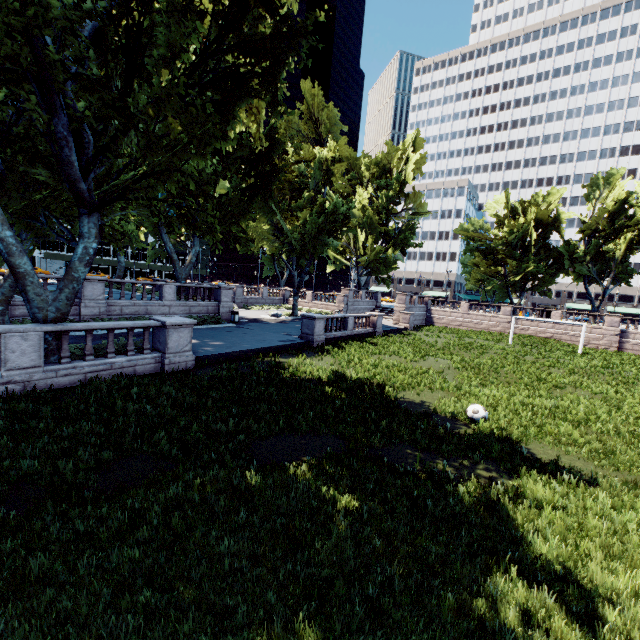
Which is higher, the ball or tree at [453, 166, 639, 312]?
tree at [453, 166, 639, 312]

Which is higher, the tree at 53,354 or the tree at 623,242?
the tree at 623,242

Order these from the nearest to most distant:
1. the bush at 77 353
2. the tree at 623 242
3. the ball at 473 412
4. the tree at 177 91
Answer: the tree at 177 91 < the ball at 473 412 < the bush at 77 353 < the tree at 623 242

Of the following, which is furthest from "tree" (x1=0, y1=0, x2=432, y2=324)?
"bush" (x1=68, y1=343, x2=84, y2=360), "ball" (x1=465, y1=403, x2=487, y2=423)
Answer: "ball" (x1=465, y1=403, x2=487, y2=423)

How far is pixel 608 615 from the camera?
4.2 meters

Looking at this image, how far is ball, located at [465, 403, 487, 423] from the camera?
10.90m

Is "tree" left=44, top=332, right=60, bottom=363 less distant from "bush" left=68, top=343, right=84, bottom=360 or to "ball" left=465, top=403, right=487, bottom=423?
"bush" left=68, top=343, right=84, bottom=360
